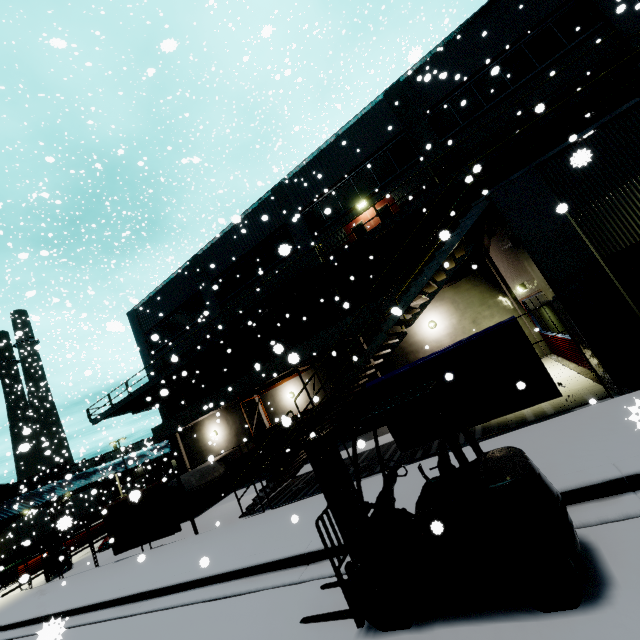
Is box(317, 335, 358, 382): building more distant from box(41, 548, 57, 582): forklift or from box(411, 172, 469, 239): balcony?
box(41, 548, 57, 582): forklift

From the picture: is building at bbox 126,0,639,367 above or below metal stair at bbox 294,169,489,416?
above

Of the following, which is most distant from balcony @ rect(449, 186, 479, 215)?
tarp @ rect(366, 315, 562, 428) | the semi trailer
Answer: the semi trailer

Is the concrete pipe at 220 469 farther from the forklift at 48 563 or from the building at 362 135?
the forklift at 48 563

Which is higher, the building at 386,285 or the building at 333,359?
the building at 386,285

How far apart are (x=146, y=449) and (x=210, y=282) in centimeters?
1459cm

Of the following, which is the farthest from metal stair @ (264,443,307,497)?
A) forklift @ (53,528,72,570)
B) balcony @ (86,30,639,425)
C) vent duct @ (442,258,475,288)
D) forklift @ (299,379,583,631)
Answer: forklift @ (53,528,72,570)

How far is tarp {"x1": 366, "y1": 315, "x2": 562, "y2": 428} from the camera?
7.0 meters
